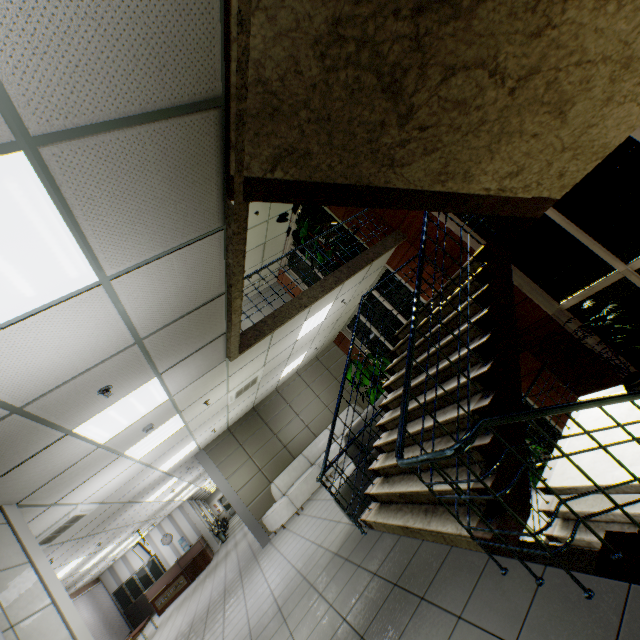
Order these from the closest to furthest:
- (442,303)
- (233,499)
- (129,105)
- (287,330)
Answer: (129,105) → (442,303) → (287,330) → (233,499)

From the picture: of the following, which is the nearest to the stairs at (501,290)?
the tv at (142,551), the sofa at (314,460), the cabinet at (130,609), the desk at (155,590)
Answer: the sofa at (314,460)

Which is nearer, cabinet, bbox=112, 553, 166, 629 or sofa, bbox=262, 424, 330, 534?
sofa, bbox=262, 424, 330, 534

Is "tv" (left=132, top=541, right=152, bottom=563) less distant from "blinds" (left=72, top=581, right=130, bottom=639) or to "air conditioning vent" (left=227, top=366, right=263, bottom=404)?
"blinds" (left=72, top=581, right=130, bottom=639)

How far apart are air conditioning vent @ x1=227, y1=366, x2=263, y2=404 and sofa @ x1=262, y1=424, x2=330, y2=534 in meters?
3.4 m

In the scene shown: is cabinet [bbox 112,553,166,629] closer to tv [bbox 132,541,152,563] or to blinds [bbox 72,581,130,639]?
blinds [bbox 72,581,130,639]

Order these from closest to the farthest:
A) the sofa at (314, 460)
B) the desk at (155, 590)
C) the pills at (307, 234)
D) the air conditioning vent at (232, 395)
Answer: the air conditioning vent at (232, 395)
the pills at (307, 234)
the sofa at (314, 460)
the desk at (155, 590)

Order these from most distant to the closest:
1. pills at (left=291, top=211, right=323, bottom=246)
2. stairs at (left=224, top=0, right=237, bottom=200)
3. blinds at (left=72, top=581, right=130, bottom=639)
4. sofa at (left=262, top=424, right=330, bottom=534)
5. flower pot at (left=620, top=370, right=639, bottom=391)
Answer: blinds at (left=72, top=581, right=130, bottom=639) < sofa at (left=262, top=424, right=330, bottom=534) < pills at (left=291, top=211, right=323, bottom=246) < flower pot at (left=620, top=370, right=639, bottom=391) < stairs at (left=224, top=0, right=237, bottom=200)
